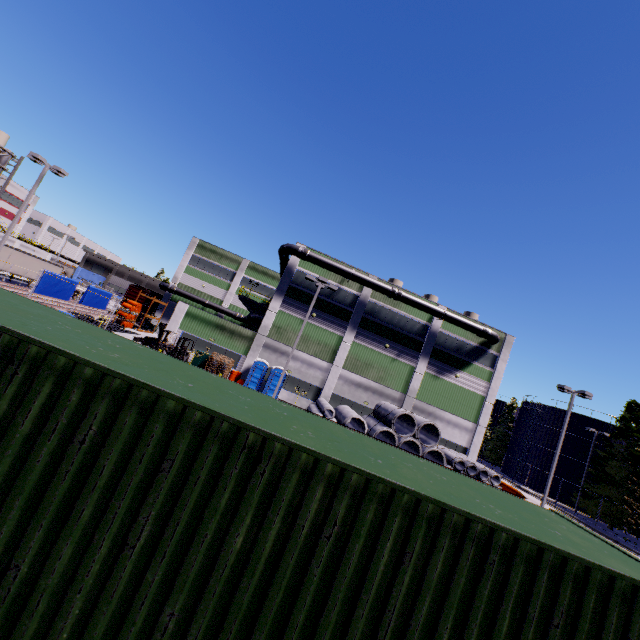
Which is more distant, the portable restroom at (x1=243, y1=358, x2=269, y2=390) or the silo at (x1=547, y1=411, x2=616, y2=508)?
the silo at (x1=547, y1=411, x2=616, y2=508)

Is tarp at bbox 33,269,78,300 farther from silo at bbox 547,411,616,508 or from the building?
silo at bbox 547,411,616,508

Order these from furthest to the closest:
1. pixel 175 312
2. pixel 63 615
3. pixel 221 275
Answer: pixel 221 275 < pixel 175 312 < pixel 63 615

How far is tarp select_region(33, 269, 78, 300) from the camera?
24.7 meters

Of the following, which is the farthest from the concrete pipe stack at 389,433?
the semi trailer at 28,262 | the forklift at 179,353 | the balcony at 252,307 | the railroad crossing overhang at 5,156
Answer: the semi trailer at 28,262

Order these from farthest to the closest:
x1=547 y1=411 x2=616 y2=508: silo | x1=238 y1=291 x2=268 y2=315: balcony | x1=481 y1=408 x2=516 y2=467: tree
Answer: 1. x1=481 y1=408 x2=516 y2=467: tree
2. x1=547 y1=411 x2=616 y2=508: silo
3. x1=238 y1=291 x2=268 y2=315: balcony

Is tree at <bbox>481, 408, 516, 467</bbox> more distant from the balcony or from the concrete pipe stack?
the balcony

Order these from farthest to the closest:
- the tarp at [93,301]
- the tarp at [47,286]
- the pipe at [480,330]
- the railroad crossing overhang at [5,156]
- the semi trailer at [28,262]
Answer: the semi trailer at [28,262] < the pipe at [480,330] < the tarp at [93,301] < the tarp at [47,286] < the railroad crossing overhang at [5,156]
